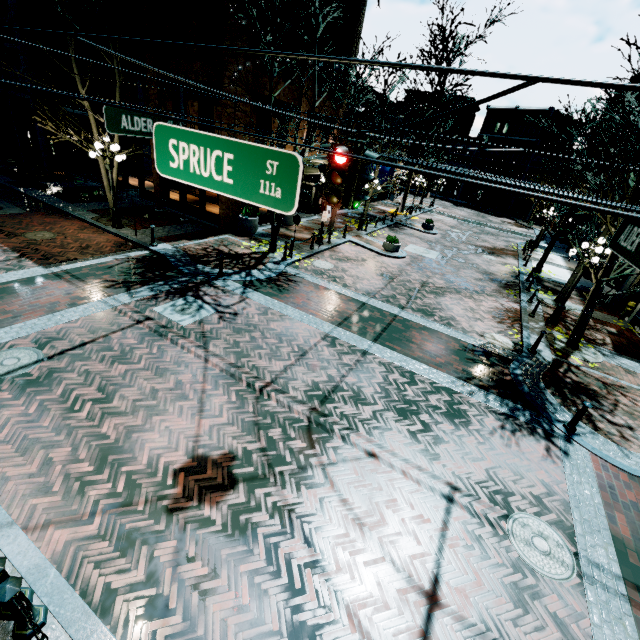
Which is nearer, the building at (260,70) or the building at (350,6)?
the building at (260,70)

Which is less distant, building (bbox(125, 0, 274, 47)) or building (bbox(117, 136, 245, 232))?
building (bbox(125, 0, 274, 47))

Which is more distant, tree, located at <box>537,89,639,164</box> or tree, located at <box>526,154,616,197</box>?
tree, located at <box>526,154,616,197</box>

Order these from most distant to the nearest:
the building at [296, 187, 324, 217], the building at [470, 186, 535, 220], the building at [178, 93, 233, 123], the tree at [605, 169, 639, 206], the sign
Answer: A:
the building at [470, 186, 535, 220]
the building at [296, 187, 324, 217]
the building at [178, 93, 233, 123]
the tree at [605, 169, 639, 206]
the sign

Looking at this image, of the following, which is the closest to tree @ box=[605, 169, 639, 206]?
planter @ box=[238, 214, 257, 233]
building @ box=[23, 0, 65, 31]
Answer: building @ box=[23, 0, 65, 31]

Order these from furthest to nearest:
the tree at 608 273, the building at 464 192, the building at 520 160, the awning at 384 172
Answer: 1. the building at 464 192
2. the building at 520 160
3. the awning at 384 172
4. the tree at 608 273

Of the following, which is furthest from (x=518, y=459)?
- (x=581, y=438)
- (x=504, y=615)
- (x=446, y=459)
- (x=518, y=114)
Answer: (x=518, y=114)

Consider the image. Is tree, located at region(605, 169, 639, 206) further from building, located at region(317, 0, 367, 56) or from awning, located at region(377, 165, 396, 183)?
awning, located at region(377, 165, 396, 183)
